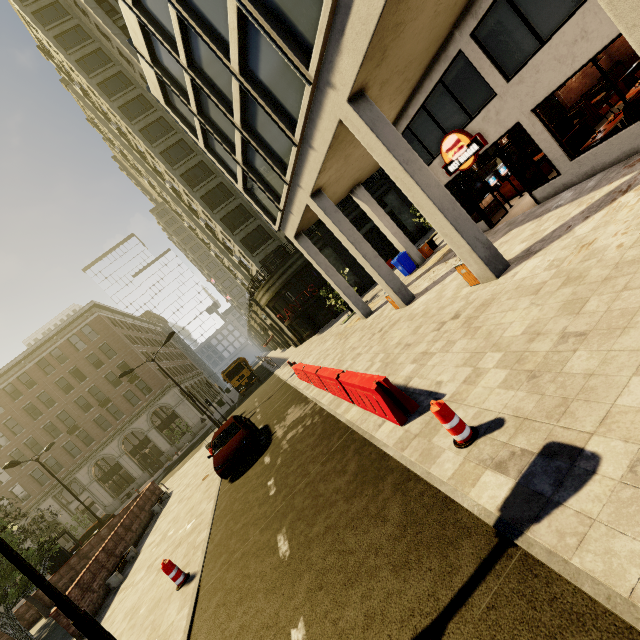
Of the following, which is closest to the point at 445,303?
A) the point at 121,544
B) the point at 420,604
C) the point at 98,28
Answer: the point at 420,604

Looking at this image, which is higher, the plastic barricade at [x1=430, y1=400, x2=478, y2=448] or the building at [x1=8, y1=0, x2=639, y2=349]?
the building at [x1=8, y1=0, x2=639, y2=349]

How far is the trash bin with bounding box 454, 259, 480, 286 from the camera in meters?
9.2

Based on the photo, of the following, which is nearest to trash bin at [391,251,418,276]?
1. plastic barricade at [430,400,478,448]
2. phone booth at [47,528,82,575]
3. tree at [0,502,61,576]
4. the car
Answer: the car

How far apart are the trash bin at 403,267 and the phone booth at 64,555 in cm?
2532

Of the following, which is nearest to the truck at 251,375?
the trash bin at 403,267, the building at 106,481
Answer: the building at 106,481

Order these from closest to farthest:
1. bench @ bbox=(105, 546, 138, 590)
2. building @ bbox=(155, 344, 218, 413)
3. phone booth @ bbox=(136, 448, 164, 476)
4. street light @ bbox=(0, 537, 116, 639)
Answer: street light @ bbox=(0, 537, 116, 639)
bench @ bbox=(105, 546, 138, 590)
phone booth @ bbox=(136, 448, 164, 476)
building @ bbox=(155, 344, 218, 413)

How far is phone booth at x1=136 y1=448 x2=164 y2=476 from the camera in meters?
36.5
